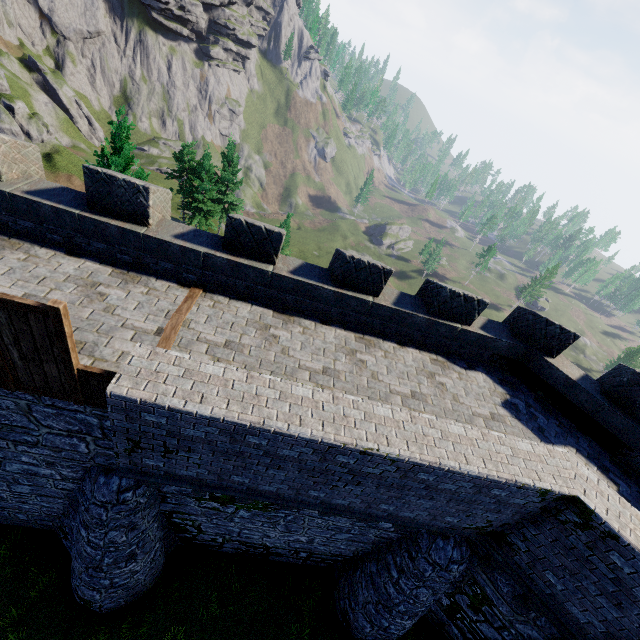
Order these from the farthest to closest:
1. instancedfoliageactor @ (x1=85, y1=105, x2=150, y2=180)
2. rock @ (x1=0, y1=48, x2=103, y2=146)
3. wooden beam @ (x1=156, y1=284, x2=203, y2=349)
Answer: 1. rock @ (x1=0, y1=48, x2=103, y2=146)
2. instancedfoliageactor @ (x1=85, y1=105, x2=150, y2=180)
3. wooden beam @ (x1=156, y1=284, x2=203, y2=349)

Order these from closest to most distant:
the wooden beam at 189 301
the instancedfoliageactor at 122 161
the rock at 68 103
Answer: the wooden beam at 189 301, the instancedfoliageactor at 122 161, the rock at 68 103

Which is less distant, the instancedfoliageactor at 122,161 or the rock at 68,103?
the instancedfoliageactor at 122,161

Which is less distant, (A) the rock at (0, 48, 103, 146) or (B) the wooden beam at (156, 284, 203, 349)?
(B) the wooden beam at (156, 284, 203, 349)

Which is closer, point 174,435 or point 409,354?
point 174,435

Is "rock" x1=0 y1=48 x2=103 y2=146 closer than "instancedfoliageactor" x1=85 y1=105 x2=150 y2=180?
No

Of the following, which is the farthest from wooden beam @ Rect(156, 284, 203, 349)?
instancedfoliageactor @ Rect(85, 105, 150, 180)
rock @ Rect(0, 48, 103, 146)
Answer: Answer: rock @ Rect(0, 48, 103, 146)
